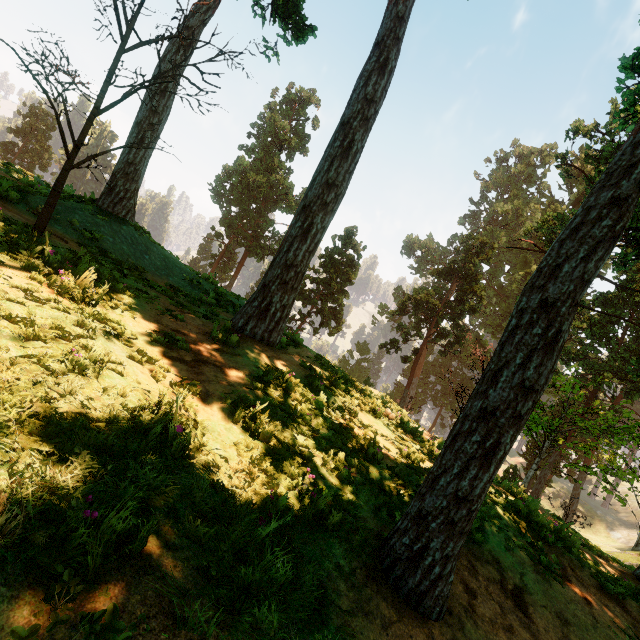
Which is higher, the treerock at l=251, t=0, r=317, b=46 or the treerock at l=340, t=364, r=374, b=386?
the treerock at l=251, t=0, r=317, b=46

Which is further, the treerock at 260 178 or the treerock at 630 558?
the treerock at 260 178

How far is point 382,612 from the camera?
3.2m

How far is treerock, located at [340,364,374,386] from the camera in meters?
13.3

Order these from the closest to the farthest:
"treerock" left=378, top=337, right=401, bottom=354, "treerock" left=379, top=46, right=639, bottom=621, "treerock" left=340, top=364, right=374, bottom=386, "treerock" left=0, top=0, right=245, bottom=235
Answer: "treerock" left=379, top=46, right=639, bottom=621
"treerock" left=0, top=0, right=245, bottom=235
"treerock" left=340, top=364, right=374, bottom=386
"treerock" left=378, top=337, right=401, bottom=354
